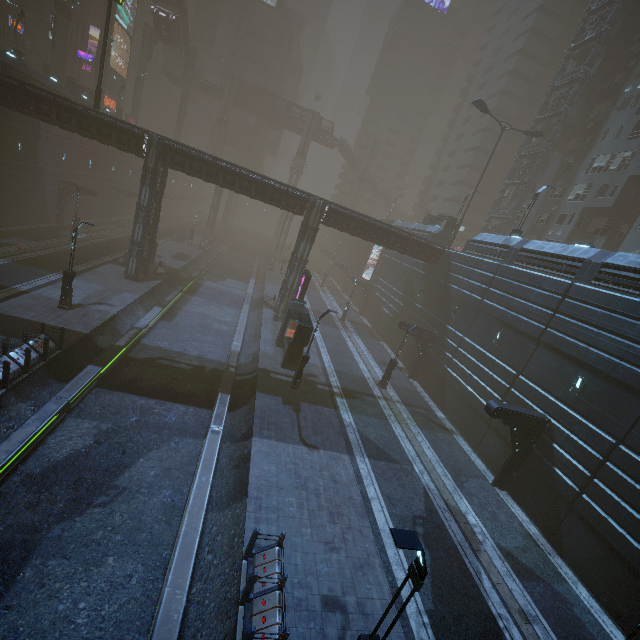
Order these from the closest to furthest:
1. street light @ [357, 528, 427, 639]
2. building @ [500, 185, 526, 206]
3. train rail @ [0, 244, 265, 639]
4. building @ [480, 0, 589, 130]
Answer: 1. street light @ [357, 528, 427, 639]
2. train rail @ [0, 244, 265, 639]
3. building @ [500, 185, 526, 206]
4. building @ [480, 0, 589, 130]

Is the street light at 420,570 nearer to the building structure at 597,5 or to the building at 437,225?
the building at 437,225

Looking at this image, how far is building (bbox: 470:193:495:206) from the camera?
59.0 meters

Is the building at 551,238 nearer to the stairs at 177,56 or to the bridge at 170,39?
the stairs at 177,56

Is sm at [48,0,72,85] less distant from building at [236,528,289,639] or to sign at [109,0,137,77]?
building at [236,528,289,639]

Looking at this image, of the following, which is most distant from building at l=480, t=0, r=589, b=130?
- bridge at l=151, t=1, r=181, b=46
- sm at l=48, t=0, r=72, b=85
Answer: bridge at l=151, t=1, r=181, b=46

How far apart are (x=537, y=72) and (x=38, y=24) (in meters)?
73.22

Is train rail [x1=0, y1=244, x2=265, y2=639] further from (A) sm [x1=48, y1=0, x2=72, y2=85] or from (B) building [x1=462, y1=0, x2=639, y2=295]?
(A) sm [x1=48, y1=0, x2=72, y2=85]
